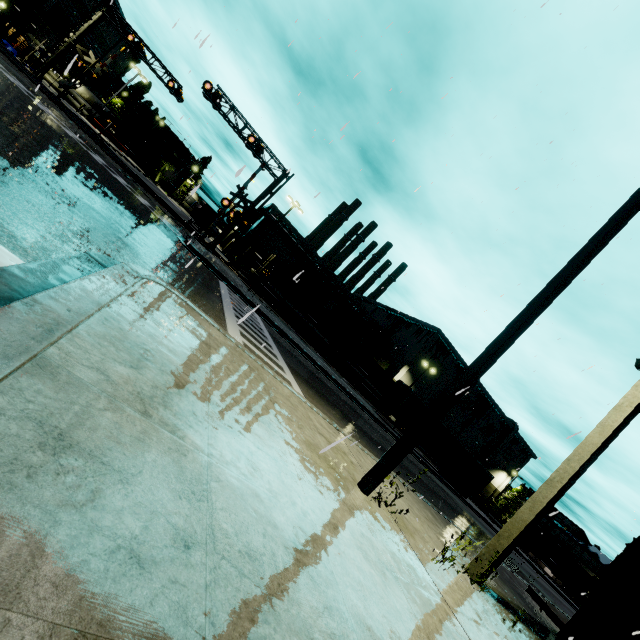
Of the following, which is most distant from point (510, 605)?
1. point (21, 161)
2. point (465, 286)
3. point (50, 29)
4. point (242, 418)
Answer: point (50, 29)

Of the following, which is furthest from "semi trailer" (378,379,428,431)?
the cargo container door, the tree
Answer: the cargo container door

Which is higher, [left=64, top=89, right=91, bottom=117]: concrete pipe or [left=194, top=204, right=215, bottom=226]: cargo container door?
[left=194, top=204, right=215, bottom=226]: cargo container door

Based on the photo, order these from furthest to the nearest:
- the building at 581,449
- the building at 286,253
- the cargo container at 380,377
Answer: the building at 286,253 → the cargo container at 380,377 → the building at 581,449

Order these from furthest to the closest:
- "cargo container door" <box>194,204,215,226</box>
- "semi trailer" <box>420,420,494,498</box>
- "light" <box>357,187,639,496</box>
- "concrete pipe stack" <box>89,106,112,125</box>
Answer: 1. "concrete pipe stack" <box>89,106,112,125</box>
2. "cargo container door" <box>194,204,215,226</box>
3. "semi trailer" <box>420,420,494,498</box>
4. "light" <box>357,187,639,496</box>

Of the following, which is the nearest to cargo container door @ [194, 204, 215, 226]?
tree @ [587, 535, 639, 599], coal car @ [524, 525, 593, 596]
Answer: tree @ [587, 535, 639, 599]

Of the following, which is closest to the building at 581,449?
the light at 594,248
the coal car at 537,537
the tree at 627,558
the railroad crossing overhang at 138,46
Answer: the tree at 627,558

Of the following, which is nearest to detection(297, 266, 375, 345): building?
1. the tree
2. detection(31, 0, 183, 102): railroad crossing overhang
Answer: the tree
